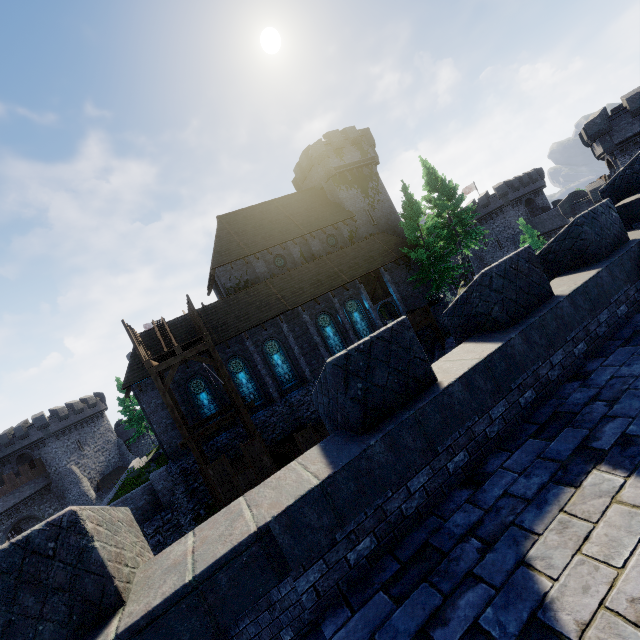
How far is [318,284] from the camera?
27.3m

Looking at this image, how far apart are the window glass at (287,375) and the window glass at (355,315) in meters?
6.5 m

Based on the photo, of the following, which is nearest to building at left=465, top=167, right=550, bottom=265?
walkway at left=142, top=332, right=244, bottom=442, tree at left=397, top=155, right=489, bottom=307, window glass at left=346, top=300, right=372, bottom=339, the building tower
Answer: the building tower

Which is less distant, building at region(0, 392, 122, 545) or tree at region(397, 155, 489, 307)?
tree at region(397, 155, 489, 307)

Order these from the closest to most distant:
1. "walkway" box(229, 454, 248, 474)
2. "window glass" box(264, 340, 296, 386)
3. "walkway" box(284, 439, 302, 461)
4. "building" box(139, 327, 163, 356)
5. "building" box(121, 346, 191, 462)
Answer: "walkway" box(229, 454, 248, 474) → "walkway" box(284, 439, 302, 461) → "building" box(121, 346, 191, 462) → "building" box(139, 327, 163, 356) → "window glass" box(264, 340, 296, 386)

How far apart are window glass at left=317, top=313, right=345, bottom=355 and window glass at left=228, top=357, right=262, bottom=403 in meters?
6.5 m

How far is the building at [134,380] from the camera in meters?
21.1 m

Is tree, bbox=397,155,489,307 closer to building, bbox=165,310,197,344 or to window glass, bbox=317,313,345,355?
building, bbox=165,310,197,344
